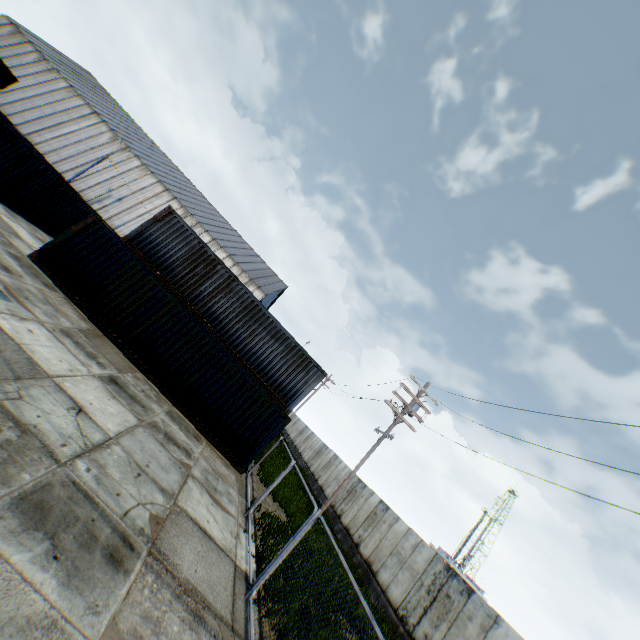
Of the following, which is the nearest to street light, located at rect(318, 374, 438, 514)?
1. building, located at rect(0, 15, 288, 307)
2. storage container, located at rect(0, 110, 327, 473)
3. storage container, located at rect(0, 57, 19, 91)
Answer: storage container, located at rect(0, 110, 327, 473)

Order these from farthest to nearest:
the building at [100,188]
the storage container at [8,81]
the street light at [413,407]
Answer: the building at [100,188] < the storage container at [8,81] < the street light at [413,407]

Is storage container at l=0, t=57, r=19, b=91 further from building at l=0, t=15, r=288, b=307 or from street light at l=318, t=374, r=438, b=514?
street light at l=318, t=374, r=438, b=514

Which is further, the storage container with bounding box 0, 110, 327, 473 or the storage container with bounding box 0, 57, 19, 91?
the storage container with bounding box 0, 57, 19, 91

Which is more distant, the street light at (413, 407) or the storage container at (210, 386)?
the street light at (413, 407)

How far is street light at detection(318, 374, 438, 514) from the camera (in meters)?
16.00

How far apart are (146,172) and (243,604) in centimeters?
4771cm

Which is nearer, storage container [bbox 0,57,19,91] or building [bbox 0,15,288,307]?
storage container [bbox 0,57,19,91]
